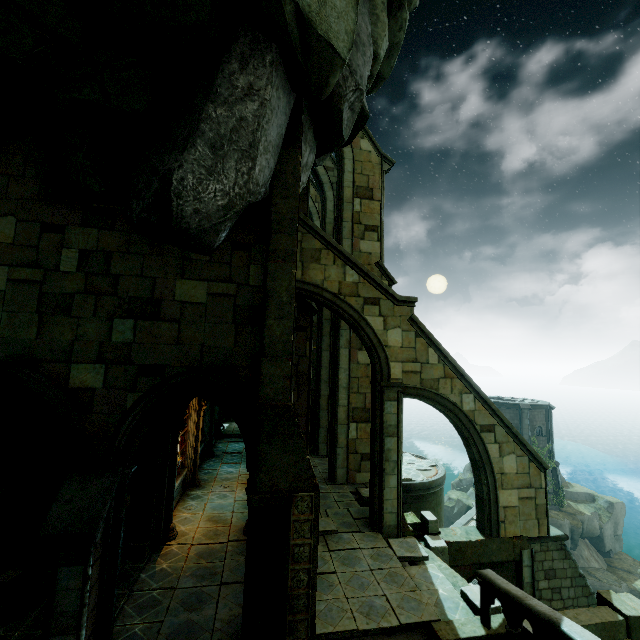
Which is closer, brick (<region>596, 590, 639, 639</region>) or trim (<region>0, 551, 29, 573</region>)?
brick (<region>596, 590, 639, 639</region>)

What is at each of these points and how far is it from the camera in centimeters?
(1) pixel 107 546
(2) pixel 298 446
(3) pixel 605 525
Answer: (1) building, 520cm
(2) stone, 577cm
(3) rock, 3108cm

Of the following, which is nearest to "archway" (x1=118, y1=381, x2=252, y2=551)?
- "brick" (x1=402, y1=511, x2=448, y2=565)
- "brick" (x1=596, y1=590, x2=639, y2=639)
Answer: "brick" (x1=402, y1=511, x2=448, y2=565)

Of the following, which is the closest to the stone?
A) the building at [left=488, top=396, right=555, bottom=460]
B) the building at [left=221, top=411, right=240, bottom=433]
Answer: → the building at [left=221, top=411, right=240, bottom=433]

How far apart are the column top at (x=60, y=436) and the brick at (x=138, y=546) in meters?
3.2

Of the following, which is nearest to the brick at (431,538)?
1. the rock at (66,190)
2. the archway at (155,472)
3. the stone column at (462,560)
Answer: the stone column at (462,560)

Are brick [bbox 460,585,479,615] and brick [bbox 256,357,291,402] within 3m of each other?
no

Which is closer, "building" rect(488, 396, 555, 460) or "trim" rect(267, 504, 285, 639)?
"trim" rect(267, 504, 285, 639)
